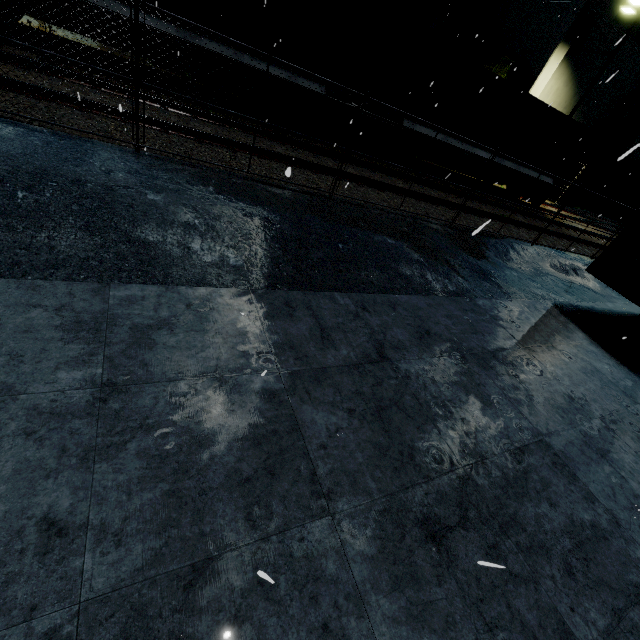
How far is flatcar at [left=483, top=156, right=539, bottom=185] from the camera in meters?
15.0 m

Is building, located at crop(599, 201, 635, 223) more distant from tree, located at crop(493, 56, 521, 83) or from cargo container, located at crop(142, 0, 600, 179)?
cargo container, located at crop(142, 0, 600, 179)

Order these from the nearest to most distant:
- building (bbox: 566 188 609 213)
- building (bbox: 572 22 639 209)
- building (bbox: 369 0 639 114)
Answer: building (bbox: 369 0 639 114) < building (bbox: 572 22 639 209) < building (bbox: 566 188 609 213)

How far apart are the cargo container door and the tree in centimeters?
1502cm

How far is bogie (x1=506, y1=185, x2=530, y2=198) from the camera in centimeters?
1664cm

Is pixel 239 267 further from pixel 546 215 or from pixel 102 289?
pixel 546 215

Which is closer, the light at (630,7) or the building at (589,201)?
the light at (630,7)

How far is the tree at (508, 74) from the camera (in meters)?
21.34
